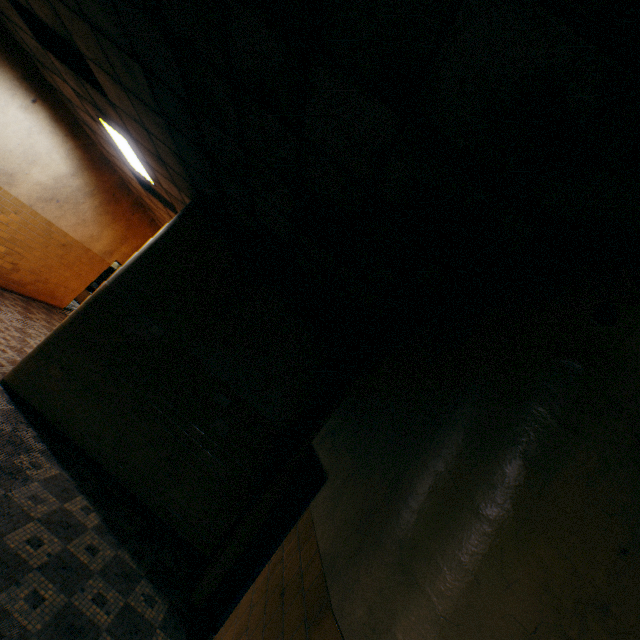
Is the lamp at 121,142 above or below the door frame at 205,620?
above

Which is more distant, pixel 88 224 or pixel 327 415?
pixel 88 224

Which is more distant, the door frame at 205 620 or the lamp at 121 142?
the lamp at 121 142

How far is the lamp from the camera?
5.55m

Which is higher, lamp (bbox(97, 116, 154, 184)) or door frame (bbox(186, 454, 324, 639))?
lamp (bbox(97, 116, 154, 184))

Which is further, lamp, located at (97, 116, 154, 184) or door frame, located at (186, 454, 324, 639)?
lamp, located at (97, 116, 154, 184)
